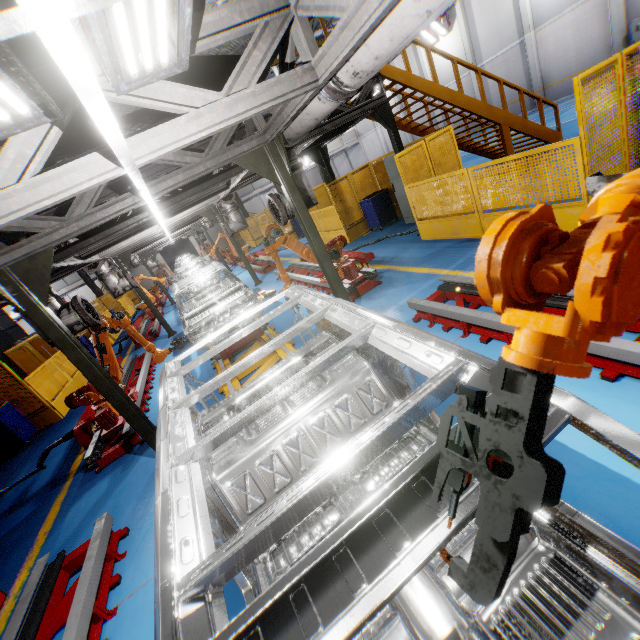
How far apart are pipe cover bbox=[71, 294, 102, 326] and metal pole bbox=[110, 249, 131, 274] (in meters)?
6.30

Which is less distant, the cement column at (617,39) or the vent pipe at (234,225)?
the vent pipe at (234,225)

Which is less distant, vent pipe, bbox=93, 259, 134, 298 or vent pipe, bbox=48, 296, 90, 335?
vent pipe, bbox=48, 296, 90, 335

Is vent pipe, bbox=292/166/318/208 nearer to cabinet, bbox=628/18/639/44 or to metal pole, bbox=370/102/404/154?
metal pole, bbox=370/102/404/154

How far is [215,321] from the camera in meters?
7.6

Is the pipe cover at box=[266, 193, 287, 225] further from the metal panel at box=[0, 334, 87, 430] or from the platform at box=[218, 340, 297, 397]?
the metal panel at box=[0, 334, 87, 430]

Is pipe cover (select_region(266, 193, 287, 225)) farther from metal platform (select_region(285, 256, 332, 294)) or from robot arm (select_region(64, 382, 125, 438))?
robot arm (select_region(64, 382, 125, 438))

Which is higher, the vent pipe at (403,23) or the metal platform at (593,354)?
the vent pipe at (403,23)
